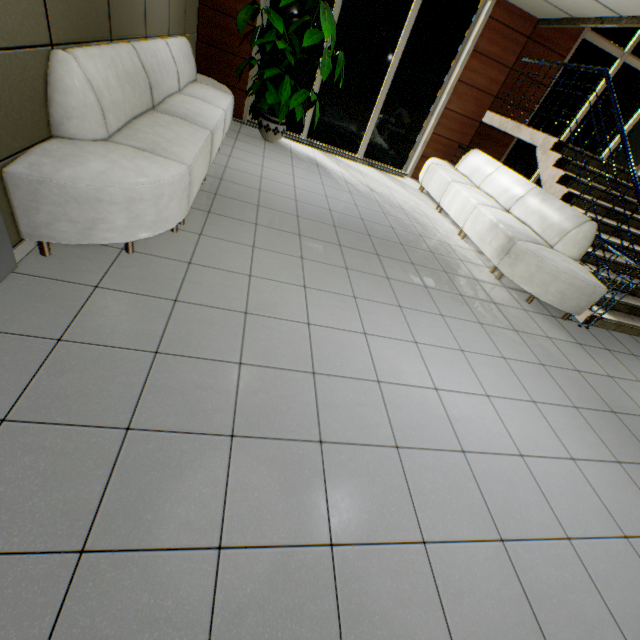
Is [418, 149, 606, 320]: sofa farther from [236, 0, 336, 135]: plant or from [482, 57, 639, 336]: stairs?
[236, 0, 336, 135]: plant

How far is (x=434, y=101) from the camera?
7.0m

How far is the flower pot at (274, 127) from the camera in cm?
583

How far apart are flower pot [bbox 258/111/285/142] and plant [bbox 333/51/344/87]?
1.2m

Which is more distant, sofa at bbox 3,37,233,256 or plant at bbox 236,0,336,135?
plant at bbox 236,0,336,135

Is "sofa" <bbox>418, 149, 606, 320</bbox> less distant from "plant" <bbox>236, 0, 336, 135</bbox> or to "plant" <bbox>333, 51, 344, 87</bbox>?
"plant" <bbox>333, 51, 344, 87</bbox>

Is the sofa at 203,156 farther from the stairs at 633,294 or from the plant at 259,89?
the stairs at 633,294

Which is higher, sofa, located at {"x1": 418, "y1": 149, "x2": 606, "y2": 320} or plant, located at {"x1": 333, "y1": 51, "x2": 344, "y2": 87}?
plant, located at {"x1": 333, "y1": 51, "x2": 344, "y2": 87}
